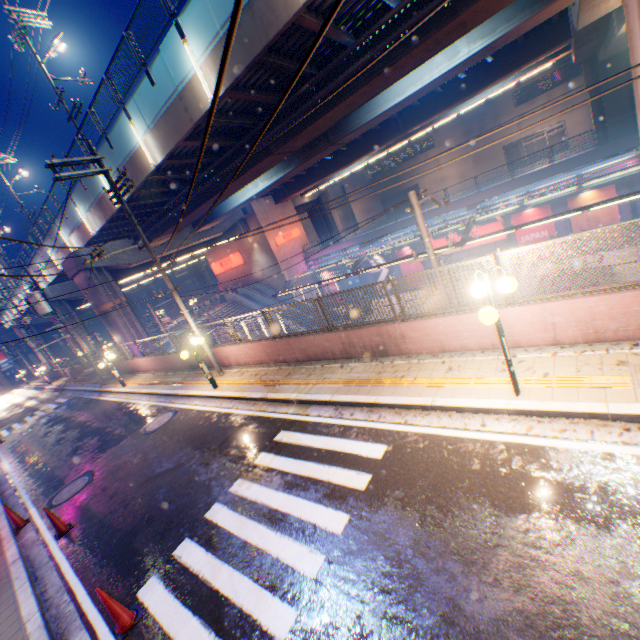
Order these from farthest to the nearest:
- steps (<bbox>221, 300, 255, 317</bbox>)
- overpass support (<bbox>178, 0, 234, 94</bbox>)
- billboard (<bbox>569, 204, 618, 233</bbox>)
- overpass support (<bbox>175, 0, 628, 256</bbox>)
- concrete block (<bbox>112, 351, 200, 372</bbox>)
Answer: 1. steps (<bbox>221, 300, 255, 317</bbox>)
2. billboard (<bbox>569, 204, 618, 233</bbox>)
3. concrete block (<bbox>112, 351, 200, 372</bbox>)
4. overpass support (<bbox>175, 0, 628, 256</bbox>)
5. overpass support (<bbox>178, 0, 234, 94</bbox>)

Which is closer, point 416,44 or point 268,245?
point 416,44

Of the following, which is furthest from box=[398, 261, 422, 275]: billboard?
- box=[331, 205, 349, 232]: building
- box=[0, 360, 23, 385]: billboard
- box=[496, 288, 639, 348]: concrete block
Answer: box=[0, 360, 23, 385]: billboard

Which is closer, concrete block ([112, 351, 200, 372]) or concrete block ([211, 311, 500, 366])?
concrete block ([211, 311, 500, 366])

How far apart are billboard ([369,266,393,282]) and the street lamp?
28.2m

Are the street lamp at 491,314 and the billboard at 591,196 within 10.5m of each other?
no

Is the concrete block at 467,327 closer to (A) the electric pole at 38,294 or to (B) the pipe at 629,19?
(A) the electric pole at 38,294

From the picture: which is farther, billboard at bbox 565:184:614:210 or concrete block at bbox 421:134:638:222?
billboard at bbox 565:184:614:210
